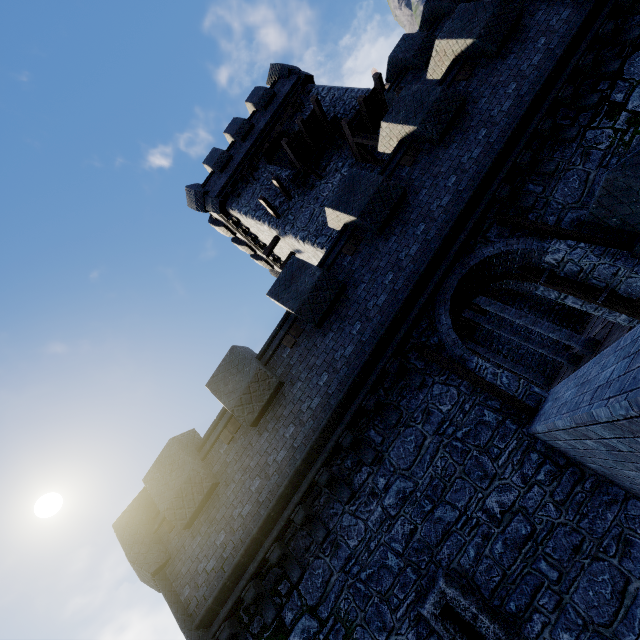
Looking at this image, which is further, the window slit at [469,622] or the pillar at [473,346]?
the pillar at [473,346]

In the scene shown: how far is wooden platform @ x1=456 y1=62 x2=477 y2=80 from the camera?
9.0m

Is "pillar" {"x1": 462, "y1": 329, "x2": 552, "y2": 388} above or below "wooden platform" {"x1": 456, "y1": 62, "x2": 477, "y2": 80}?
below

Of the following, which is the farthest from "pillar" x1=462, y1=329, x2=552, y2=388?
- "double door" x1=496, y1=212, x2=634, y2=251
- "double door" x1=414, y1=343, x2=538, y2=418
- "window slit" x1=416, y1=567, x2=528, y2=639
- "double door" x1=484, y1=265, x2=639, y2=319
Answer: "window slit" x1=416, y1=567, x2=528, y2=639

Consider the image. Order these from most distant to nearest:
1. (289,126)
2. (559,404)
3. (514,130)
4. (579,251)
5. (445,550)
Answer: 1. (289,126)
2. (514,130)
3. (579,251)
4. (445,550)
5. (559,404)

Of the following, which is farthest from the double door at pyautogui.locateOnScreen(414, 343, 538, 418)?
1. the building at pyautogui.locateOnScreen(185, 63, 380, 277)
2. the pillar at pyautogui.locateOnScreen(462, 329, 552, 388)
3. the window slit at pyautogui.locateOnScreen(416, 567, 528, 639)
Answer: the pillar at pyautogui.locateOnScreen(462, 329, 552, 388)

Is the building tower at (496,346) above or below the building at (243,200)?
below

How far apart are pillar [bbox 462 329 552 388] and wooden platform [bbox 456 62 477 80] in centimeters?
1593cm
